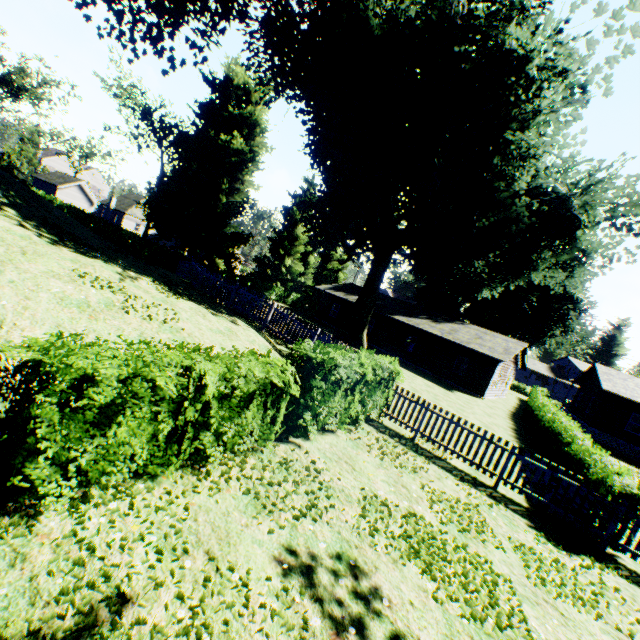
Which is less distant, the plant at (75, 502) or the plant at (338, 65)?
the plant at (75, 502)

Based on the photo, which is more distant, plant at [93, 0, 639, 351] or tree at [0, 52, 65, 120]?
tree at [0, 52, 65, 120]

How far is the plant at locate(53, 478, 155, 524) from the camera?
3.64m

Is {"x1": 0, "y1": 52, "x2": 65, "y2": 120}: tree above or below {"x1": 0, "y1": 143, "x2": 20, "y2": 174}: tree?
above

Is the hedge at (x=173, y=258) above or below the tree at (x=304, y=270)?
below

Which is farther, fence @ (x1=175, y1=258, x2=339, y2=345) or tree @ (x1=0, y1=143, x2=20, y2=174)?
tree @ (x1=0, y1=143, x2=20, y2=174)

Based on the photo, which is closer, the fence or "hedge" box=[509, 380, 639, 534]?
"hedge" box=[509, 380, 639, 534]

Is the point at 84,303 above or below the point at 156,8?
below
